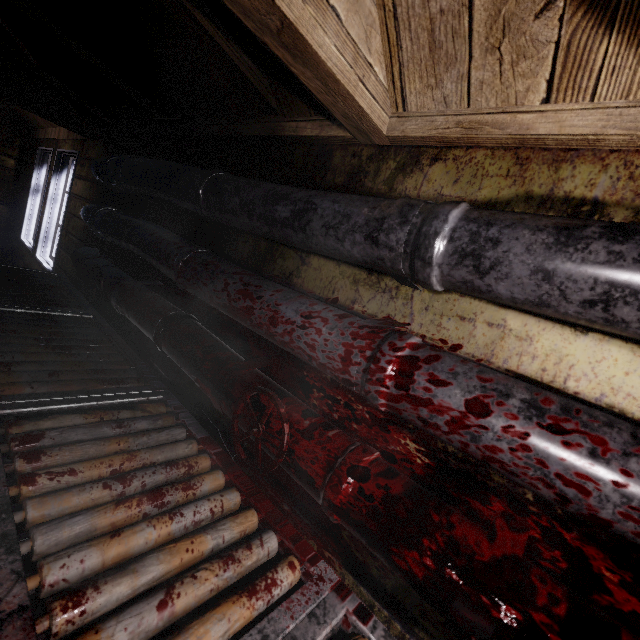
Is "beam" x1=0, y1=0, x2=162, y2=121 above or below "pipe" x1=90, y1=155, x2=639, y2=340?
above

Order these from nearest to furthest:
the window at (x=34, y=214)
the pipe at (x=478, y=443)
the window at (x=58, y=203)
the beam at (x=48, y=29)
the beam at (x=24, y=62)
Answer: the pipe at (x=478, y=443)
the beam at (x=48, y=29)
the beam at (x=24, y=62)
the window at (x=58, y=203)
the window at (x=34, y=214)

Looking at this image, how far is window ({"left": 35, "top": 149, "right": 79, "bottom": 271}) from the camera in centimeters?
328cm

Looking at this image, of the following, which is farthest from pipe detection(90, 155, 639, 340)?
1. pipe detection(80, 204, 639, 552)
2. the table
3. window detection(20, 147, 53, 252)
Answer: window detection(20, 147, 53, 252)

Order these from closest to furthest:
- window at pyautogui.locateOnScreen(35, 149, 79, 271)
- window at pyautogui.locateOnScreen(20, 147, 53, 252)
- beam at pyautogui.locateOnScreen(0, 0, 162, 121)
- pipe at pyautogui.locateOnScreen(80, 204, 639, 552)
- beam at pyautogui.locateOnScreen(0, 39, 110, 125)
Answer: pipe at pyautogui.locateOnScreen(80, 204, 639, 552), beam at pyautogui.locateOnScreen(0, 0, 162, 121), beam at pyautogui.locateOnScreen(0, 39, 110, 125), window at pyautogui.locateOnScreen(35, 149, 79, 271), window at pyautogui.locateOnScreen(20, 147, 53, 252)

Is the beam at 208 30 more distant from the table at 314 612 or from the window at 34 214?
the window at 34 214

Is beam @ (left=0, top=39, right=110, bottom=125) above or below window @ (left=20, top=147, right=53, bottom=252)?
above

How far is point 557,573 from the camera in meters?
0.7 m
